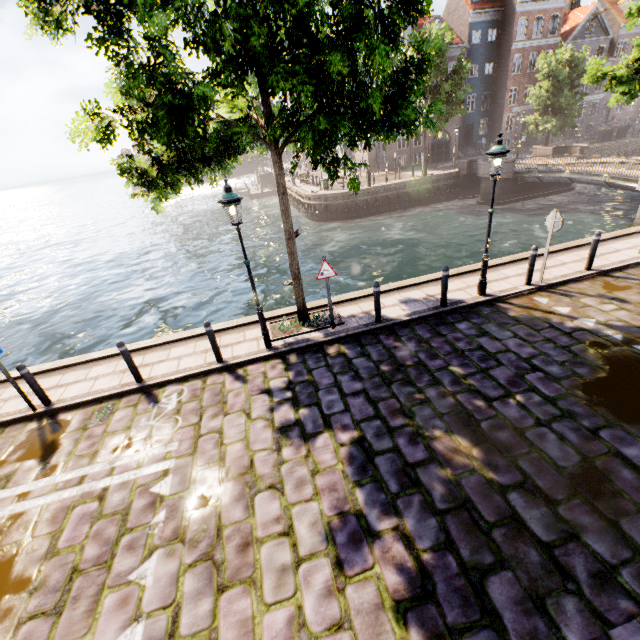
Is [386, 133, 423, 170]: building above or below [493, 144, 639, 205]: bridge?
above

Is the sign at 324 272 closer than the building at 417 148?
Yes

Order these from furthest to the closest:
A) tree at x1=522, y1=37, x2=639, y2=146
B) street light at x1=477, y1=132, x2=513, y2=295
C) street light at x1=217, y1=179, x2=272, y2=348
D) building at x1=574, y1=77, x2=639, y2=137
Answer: building at x1=574, y1=77, x2=639, y2=137 < tree at x1=522, y1=37, x2=639, y2=146 < street light at x1=477, y1=132, x2=513, y2=295 < street light at x1=217, y1=179, x2=272, y2=348

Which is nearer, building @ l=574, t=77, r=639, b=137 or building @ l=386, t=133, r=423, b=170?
building @ l=386, t=133, r=423, b=170

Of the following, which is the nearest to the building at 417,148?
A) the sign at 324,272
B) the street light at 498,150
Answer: the street light at 498,150

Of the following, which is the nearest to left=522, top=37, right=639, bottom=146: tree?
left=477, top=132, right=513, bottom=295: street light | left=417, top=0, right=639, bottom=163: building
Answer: left=477, top=132, right=513, bottom=295: street light

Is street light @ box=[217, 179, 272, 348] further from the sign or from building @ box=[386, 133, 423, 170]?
building @ box=[386, 133, 423, 170]

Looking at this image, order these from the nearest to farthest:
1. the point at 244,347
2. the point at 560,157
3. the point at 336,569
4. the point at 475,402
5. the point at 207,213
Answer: the point at 336,569 → the point at 475,402 → the point at 244,347 → the point at 560,157 → the point at 207,213
